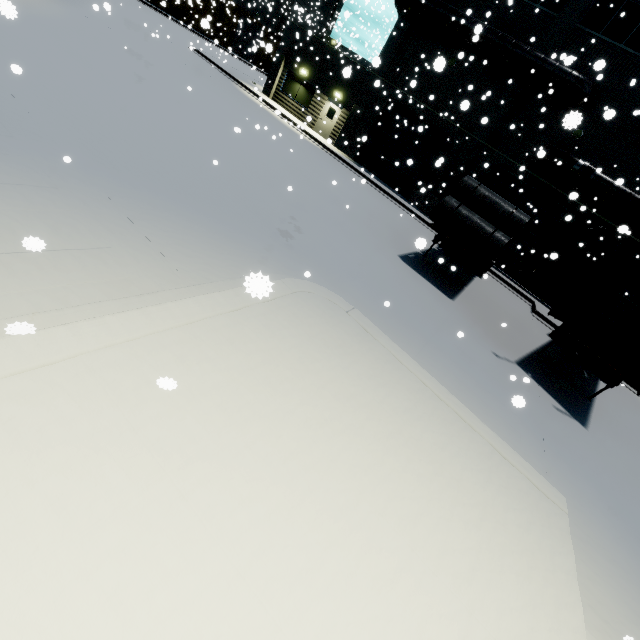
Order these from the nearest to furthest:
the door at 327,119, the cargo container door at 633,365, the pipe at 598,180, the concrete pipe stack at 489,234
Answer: the cargo container door at 633,365
the concrete pipe stack at 489,234
the pipe at 598,180
the door at 327,119

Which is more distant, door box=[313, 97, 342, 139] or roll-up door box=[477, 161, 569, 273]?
door box=[313, 97, 342, 139]

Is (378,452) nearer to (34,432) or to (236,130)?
(34,432)

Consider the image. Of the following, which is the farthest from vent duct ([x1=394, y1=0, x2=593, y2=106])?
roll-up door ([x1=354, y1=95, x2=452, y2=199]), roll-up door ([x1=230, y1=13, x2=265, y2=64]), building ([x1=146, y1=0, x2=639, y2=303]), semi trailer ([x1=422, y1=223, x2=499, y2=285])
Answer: roll-up door ([x1=230, y1=13, x2=265, y2=64])

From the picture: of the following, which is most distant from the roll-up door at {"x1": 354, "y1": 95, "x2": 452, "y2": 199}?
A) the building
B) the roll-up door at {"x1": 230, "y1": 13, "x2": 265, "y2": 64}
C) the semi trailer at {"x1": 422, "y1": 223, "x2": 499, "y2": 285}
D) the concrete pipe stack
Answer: the roll-up door at {"x1": 230, "y1": 13, "x2": 265, "y2": 64}

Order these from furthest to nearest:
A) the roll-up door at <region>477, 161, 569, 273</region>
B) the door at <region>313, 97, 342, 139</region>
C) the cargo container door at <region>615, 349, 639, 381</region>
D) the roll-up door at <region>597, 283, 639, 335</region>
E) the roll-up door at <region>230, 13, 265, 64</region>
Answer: the roll-up door at <region>230, 13, 265, 64</region>, the door at <region>313, 97, 342, 139</region>, the roll-up door at <region>477, 161, 569, 273</region>, the roll-up door at <region>597, 283, 639, 335</region>, the cargo container door at <region>615, 349, 639, 381</region>

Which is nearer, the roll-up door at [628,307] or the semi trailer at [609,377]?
the semi trailer at [609,377]

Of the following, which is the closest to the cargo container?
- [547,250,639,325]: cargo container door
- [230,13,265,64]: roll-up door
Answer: [547,250,639,325]: cargo container door
